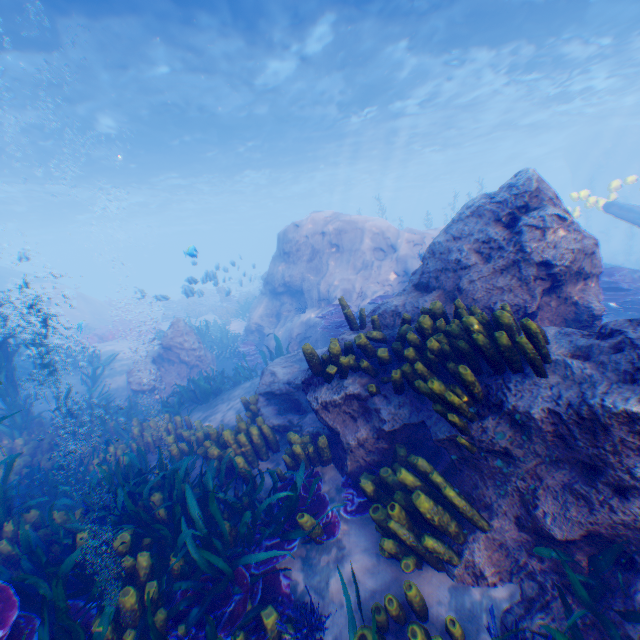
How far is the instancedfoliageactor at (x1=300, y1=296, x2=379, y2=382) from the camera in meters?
4.3

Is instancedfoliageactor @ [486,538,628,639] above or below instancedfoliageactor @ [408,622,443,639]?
above

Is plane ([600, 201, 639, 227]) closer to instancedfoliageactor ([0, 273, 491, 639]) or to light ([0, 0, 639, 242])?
light ([0, 0, 639, 242])

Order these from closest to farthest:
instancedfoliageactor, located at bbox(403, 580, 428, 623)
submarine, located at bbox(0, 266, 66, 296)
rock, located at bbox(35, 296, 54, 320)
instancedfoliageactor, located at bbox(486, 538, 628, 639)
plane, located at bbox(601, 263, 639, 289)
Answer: instancedfoliageactor, located at bbox(486, 538, 628, 639), instancedfoliageactor, located at bbox(403, 580, 428, 623), plane, located at bbox(601, 263, 639, 289), rock, located at bbox(35, 296, 54, 320), submarine, located at bbox(0, 266, 66, 296)

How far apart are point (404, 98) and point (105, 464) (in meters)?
24.07

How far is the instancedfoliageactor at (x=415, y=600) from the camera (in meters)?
2.88

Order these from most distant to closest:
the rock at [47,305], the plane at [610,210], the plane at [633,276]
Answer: the rock at [47,305], the plane at [610,210], the plane at [633,276]
